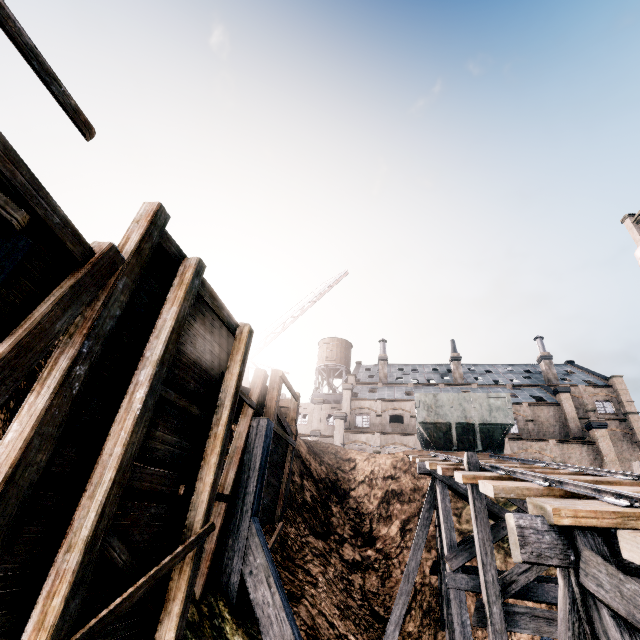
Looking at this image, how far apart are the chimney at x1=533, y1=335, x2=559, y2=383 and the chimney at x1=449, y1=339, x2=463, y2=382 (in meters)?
10.78

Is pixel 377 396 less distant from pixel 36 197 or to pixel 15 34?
pixel 36 197

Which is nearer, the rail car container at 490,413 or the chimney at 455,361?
the rail car container at 490,413

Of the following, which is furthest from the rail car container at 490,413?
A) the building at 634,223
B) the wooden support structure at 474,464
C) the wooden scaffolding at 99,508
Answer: the building at 634,223

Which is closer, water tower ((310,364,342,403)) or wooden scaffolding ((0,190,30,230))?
wooden scaffolding ((0,190,30,230))

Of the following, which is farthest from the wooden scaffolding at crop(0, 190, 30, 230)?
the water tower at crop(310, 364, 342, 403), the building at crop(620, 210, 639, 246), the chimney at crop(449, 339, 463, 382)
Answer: the water tower at crop(310, 364, 342, 403)

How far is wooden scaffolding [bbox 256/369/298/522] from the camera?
10.43m

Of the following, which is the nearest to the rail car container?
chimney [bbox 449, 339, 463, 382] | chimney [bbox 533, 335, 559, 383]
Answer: chimney [bbox 449, 339, 463, 382]
